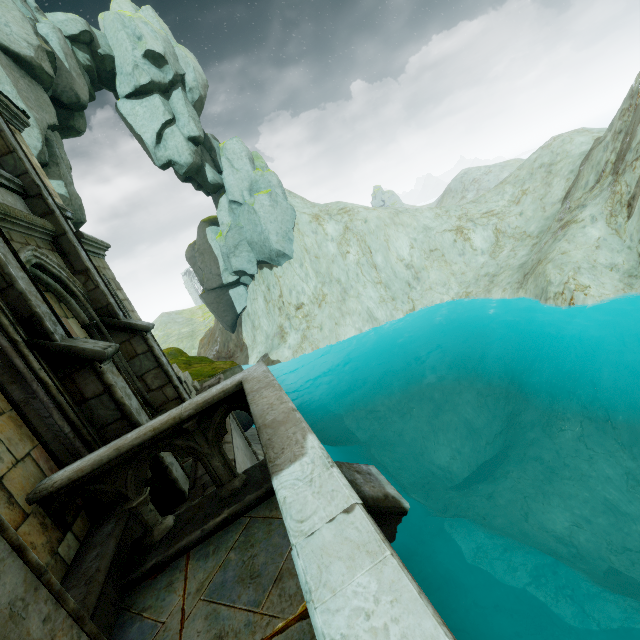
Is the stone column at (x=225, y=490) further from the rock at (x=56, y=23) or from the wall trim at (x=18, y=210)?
the rock at (x=56, y=23)

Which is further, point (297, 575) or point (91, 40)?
point (91, 40)

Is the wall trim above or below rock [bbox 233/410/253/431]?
above

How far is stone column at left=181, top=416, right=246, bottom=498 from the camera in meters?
4.0 m

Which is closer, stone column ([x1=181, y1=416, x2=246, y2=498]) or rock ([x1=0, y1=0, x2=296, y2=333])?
stone column ([x1=181, y1=416, x2=246, y2=498])

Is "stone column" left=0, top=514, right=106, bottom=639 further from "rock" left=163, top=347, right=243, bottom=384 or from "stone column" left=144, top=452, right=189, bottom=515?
"rock" left=163, top=347, right=243, bottom=384

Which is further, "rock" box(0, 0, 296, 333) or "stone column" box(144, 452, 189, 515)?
"rock" box(0, 0, 296, 333)

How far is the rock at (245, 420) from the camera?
A: 14.2 meters
